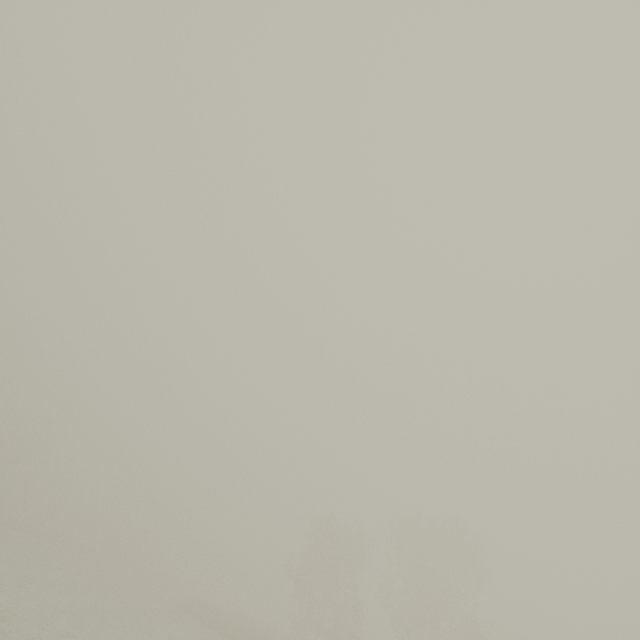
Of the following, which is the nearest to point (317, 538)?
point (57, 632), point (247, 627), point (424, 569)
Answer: point (247, 627)
